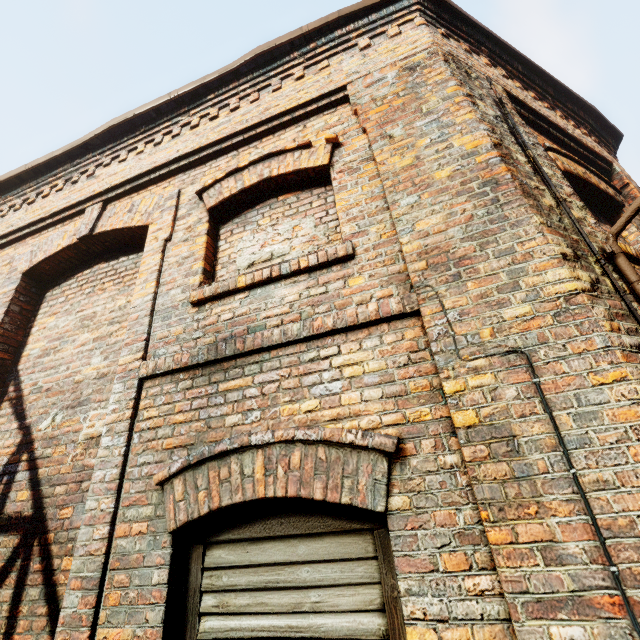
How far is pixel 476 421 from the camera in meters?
1.6
